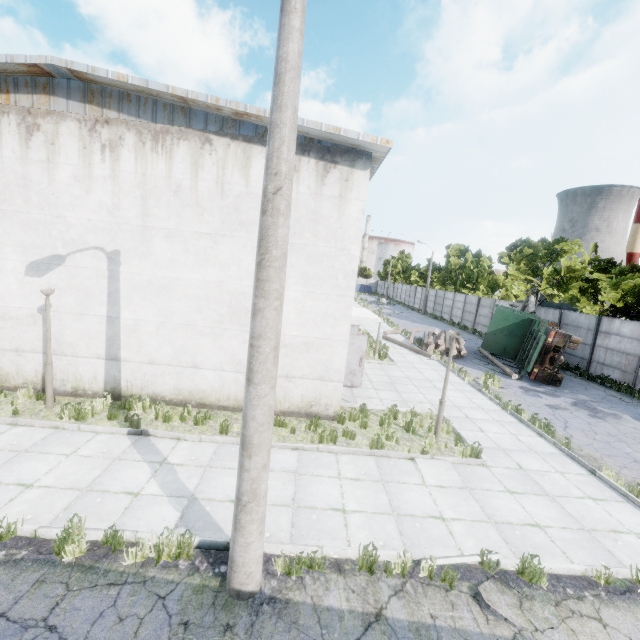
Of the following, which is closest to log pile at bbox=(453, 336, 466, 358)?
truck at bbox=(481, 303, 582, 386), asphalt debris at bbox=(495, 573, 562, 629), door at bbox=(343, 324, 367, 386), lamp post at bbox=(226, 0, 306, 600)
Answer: truck at bbox=(481, 303, 582, 386)

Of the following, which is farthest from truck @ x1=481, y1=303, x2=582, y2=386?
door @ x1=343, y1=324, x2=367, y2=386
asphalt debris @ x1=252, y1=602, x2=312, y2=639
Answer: asphalt debris @ x1=252, y1=602, x2=312, y2=639

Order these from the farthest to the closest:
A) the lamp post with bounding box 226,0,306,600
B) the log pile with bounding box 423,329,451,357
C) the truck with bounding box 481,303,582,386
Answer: the log pile with bounding box 423,329,451,357
the truck with bounding box 481,303,582,386
the lamp post with bounding box 226,0,306,600

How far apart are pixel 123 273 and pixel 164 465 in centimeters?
550cm

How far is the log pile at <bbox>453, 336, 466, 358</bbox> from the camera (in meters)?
19.83

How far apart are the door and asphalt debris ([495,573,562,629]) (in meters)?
8.00

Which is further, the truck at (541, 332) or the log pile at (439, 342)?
the log pile at (439, 342)

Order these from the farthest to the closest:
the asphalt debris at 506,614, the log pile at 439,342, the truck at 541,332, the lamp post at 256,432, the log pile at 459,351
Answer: the log pile at 439,342
the log pile at 459,351
the truck at 541,332
the asphalt debris at 506,614
the lamp post at 256,432
